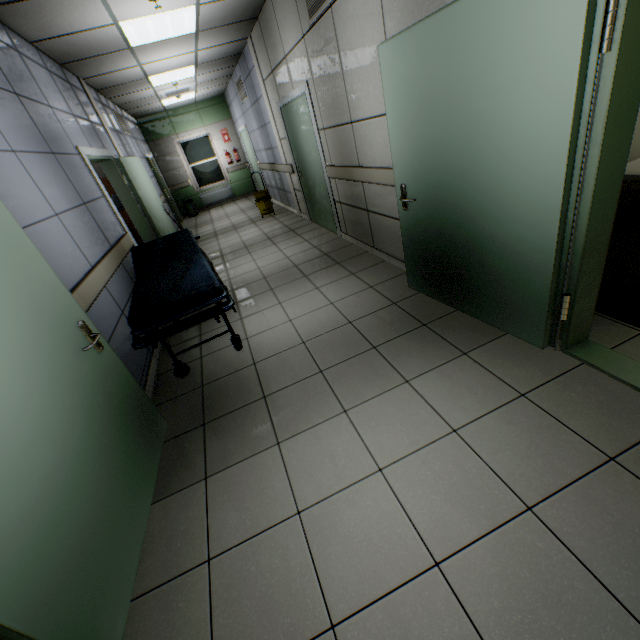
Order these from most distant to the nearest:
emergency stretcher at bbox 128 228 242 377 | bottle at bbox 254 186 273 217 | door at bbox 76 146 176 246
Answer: bottle at bbox 254 186 273 217
door at bbox 76 146 176 246
emergency stretcher at bbox 128 228 242 377

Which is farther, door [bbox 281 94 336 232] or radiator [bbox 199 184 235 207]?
radiator [bbox 199 184 235 207]

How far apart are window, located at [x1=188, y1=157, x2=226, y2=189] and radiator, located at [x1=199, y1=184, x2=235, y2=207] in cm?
14

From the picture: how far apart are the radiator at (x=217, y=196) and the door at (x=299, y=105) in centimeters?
679cm

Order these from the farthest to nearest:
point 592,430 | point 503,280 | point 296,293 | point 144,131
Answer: point 144,131 → point 296,293 → point 503,280 → point 592,430

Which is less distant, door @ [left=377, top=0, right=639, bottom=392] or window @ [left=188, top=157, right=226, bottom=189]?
door @ [left=377, top=0, right=639, bottom=392]

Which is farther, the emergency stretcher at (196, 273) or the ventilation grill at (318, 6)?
the ventilation grill at (318, 6)

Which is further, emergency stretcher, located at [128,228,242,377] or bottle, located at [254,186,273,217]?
bottle, located at [254,186,273,217]
